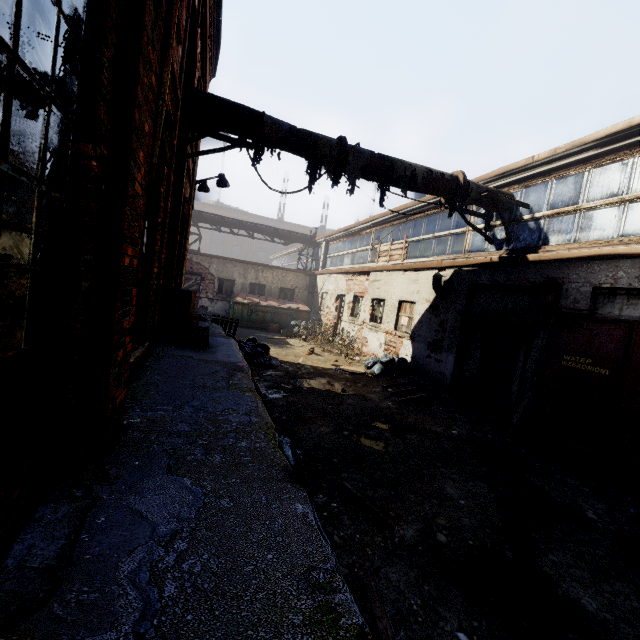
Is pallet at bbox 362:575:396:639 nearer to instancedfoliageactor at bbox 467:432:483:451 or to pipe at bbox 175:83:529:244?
instancedfoliageactor at bbox 467:432:483:451

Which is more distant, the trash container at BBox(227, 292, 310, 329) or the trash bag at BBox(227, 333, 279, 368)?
the trash container at BBox(227, 292, 310, 329)

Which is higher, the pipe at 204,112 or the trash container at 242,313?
the pipe at 204,112

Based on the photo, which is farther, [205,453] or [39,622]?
[205,453]

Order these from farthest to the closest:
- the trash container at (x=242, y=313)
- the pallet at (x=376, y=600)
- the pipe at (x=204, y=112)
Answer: the trash container at (x=242, y=313)
the pipe at (x=204, y=112)
the pallet at (x=376, y=600)

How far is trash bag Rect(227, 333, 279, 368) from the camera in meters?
9.6 m

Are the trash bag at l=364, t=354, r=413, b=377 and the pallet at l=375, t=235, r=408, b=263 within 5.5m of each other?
yes

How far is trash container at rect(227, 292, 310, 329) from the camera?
17.42m
